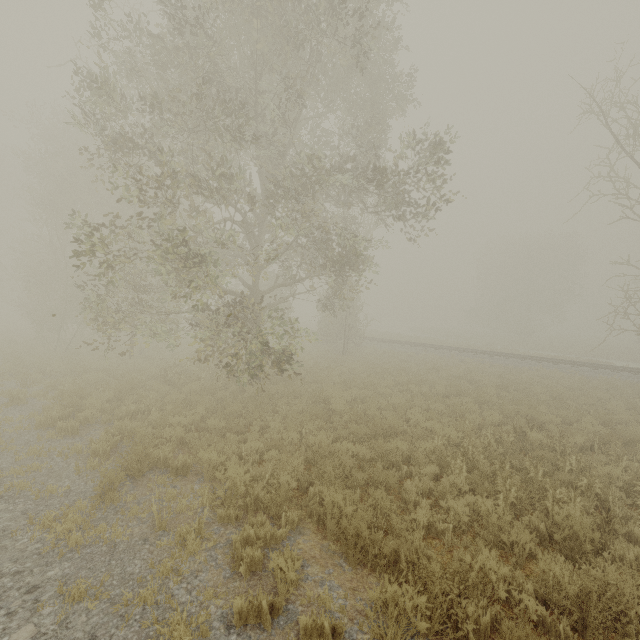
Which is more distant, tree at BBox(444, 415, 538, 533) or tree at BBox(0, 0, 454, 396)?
tree at BBox(0, 0, 454, 396)

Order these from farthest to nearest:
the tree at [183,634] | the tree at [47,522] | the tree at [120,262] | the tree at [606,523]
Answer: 1. the tree at [120,262]
2. the tree at [606,523]
3. the tree at [47,522]
4. the tree at [183,634]

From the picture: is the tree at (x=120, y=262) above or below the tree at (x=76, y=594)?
above

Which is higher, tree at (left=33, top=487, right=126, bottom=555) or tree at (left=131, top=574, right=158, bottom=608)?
tree at (left=33, top=487, right=126, bottom=555)

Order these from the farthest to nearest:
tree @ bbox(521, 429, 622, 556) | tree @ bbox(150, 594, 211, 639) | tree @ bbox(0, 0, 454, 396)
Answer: tree @ bbox(0, 0, 454, 396), tree @ bbox(521, 429, 622, 556), tree @ bbox(150, 594, 211, 639)

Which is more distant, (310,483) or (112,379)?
(112,379)

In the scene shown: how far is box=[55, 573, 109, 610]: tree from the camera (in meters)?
3.72
